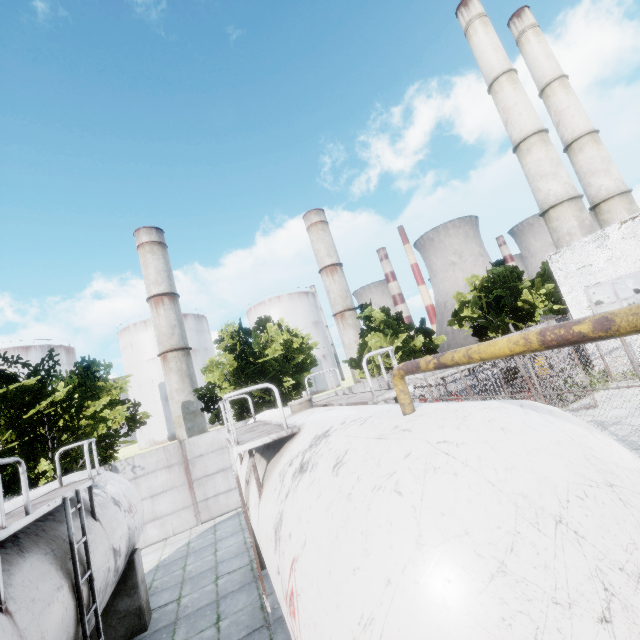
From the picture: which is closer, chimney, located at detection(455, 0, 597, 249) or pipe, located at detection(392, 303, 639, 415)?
pipe, located at detection(392, 303, 639, 415)

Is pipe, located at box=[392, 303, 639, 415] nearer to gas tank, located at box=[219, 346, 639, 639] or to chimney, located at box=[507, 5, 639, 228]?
gas tank, located at box=[219, 346, 639, 639]

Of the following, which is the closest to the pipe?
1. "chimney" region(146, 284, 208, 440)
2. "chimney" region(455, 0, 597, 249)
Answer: "chimney" region(455, 0, 597, 249)

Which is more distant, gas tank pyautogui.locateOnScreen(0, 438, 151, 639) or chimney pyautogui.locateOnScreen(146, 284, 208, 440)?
chimney pyautogui.locateOnScreen(146, 284, 208, 440)

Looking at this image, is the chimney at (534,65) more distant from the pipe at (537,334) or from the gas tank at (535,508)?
the pipe at (537,334)

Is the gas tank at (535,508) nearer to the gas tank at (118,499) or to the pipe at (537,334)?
the pipe at (537,334)

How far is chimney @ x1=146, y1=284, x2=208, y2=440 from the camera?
55.9m

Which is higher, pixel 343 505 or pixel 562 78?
pixel 562 78
